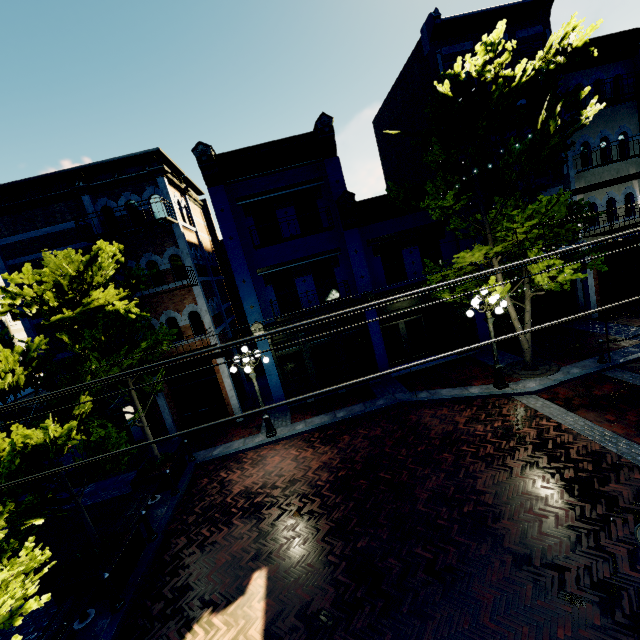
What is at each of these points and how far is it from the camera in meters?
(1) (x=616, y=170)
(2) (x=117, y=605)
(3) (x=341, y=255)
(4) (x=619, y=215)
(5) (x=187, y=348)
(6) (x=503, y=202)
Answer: (1) building, 15.2 m
(2) post, 6.8 m
(3) building, 14.2 m
(4) building, 15.6 m
(5) building, 14.2 m
(6) tree, 10.3 m

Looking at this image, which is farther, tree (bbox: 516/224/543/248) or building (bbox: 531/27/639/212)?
building (bbox: 531/27/639/212)

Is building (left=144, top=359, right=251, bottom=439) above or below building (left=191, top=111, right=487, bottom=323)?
below

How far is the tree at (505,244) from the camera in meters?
9.6 m

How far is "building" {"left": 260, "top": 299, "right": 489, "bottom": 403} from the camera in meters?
14.5

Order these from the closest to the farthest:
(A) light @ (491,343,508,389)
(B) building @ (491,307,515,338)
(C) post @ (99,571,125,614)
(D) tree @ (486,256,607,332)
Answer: (C) post @ (99,571,125,614) → (D) tree @ (486,256,607,332) → (A) light @ (491,343,508,389) → (B) building @ (491,307,515,338)

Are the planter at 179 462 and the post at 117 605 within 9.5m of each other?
yes
